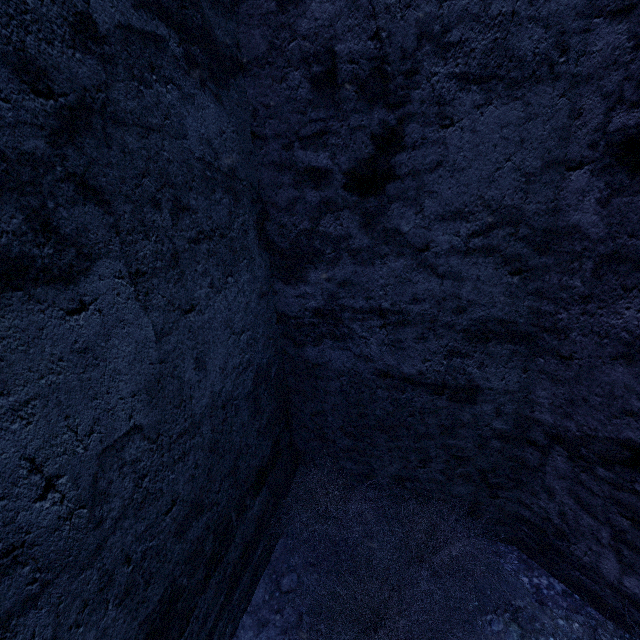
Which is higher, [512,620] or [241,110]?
[241,110]

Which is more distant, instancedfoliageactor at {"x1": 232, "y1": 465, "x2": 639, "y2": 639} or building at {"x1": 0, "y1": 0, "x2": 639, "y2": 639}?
instancedfoliageactor at {"x1": 232, "y1": 465, "x2": 639, "y2": 639}

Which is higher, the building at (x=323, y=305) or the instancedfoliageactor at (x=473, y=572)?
the building at (x=323, y=305)

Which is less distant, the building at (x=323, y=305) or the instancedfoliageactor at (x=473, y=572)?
the building at (x=323, y=305)

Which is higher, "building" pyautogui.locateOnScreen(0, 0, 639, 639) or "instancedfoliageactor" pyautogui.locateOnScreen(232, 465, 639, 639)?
"building" pyautogui.locateOnScreen(0, 0, 639, 639)
